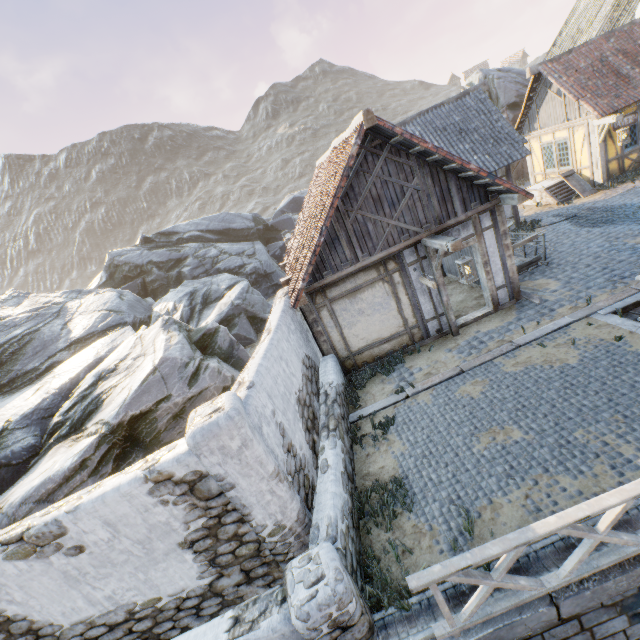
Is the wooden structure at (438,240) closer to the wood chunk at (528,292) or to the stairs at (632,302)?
the wood chunk at (528,292)

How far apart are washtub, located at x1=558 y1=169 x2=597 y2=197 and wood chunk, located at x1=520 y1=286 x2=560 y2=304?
7.6m

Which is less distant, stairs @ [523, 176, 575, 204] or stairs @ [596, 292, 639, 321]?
stairs @ [596, 292, 639, 321]

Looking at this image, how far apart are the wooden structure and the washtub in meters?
10.9 m

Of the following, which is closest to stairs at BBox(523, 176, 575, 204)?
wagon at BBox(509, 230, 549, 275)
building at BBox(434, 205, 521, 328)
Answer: building at BBox(434, 205, 521, 328)

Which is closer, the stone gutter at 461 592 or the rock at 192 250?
the stone gutter at 461 592

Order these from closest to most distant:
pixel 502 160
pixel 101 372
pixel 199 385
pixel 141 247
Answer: pixel 199 385 < pixel 101 372 < pixel 502 160 < pixel 141 247

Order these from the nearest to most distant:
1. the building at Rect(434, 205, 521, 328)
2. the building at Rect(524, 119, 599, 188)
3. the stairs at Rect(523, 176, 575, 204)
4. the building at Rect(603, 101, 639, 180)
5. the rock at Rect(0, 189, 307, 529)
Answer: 1. the rock at Rect(0, 189, 307, 529)
2. the building at Rect(434, 205, 521, 328)
3. the building at Rect(603, 101, 639, 180)
4. the building at Rect(524, 119, 599, 188)
5. the stairs at Rect(523, 176, 575, 204)
